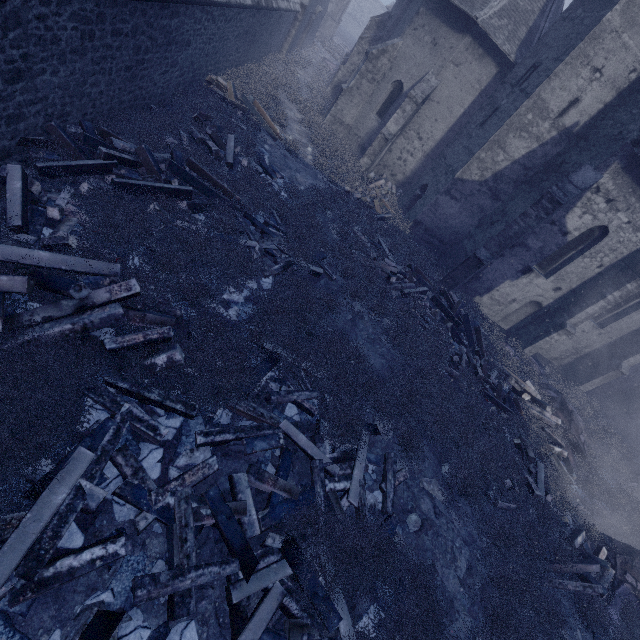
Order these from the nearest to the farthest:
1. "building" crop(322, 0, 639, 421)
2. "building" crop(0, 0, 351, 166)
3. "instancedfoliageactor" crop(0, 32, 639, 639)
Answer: "instancedfoliageactor" crop(0, 32, 639, 639), "building" crop(0, 0, 351, 166), "building" crop(322, 0, 639, 421)

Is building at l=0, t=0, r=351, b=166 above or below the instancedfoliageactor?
above

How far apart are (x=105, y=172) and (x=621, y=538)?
16.02m

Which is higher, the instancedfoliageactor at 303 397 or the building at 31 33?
the building at 31 33

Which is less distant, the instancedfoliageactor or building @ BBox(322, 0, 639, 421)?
the instancedfoliageactor

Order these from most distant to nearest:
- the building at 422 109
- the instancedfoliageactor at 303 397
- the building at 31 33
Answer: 1. the building at 422 109
2. the building at 31 33
3. the instancedfoliageactor at 303 397

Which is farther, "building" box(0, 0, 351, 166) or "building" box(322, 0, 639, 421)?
"building" box(322, 0, 639, 421)
